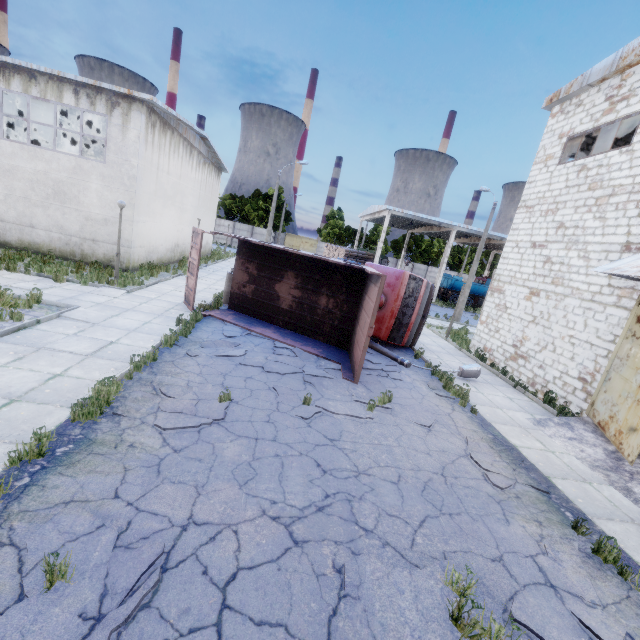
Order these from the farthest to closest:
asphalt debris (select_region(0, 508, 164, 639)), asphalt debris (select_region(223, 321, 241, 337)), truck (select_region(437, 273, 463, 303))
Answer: truck (select_region(437, 273, 463, 303)) < asphalt debris (select_region(223, 321, 241, 337)) < asphalt debris (select_region(0, 508, 164, 639))

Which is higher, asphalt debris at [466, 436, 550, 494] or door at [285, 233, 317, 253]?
door at [285, 233, 317, 253]

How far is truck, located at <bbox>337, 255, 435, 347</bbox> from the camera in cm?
1221

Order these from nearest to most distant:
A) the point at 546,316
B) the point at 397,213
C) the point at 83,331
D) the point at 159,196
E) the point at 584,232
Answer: the point at 83,331 < the point at 584,232 < the point at 546,316 < the point at 159,196 < the point at 397,213

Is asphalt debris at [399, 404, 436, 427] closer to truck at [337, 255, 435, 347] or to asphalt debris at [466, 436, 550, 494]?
asphalt debris at [466, 436, 550, 494]

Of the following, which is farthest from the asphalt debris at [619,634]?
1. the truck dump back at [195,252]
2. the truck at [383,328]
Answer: the truck dump back at [195,252]

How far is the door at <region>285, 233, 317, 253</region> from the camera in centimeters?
5662cm

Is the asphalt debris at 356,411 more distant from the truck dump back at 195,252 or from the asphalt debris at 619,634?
the truck dump back at 195,252
